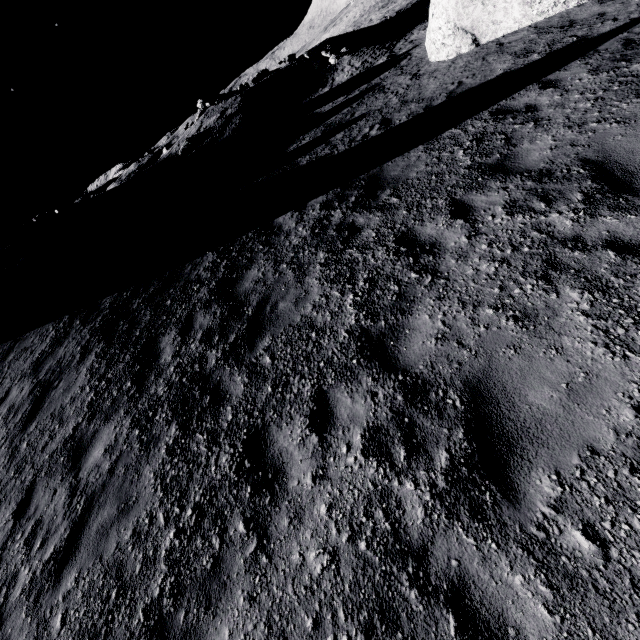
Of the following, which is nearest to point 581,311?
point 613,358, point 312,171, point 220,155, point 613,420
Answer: point 613,358

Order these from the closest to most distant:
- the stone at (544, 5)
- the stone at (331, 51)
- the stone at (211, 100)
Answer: the stone at (544, 5)
the stone at (331, 51)
the stone at (211, 100)

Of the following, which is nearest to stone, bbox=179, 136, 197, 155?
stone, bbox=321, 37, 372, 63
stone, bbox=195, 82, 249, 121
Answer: stone, bbox=195, 82, 249, 121

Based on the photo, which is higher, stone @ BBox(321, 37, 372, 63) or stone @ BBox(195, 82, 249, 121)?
stone @ BBox(195, 82, 249, 121)

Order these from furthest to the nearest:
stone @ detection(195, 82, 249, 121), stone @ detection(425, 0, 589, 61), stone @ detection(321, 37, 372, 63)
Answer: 1. stone @ detection(195, 82, 249, 121)
2. stone @ detection(321, 37, 372, 63)
3. stone @ detection(425, 0, 589, 61)

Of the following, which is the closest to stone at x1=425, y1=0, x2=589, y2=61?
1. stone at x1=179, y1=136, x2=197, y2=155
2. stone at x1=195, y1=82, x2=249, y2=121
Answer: stone at x1=179, y1=136, x2=197, y2=155

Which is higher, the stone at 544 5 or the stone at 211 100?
the stone at 211 100
